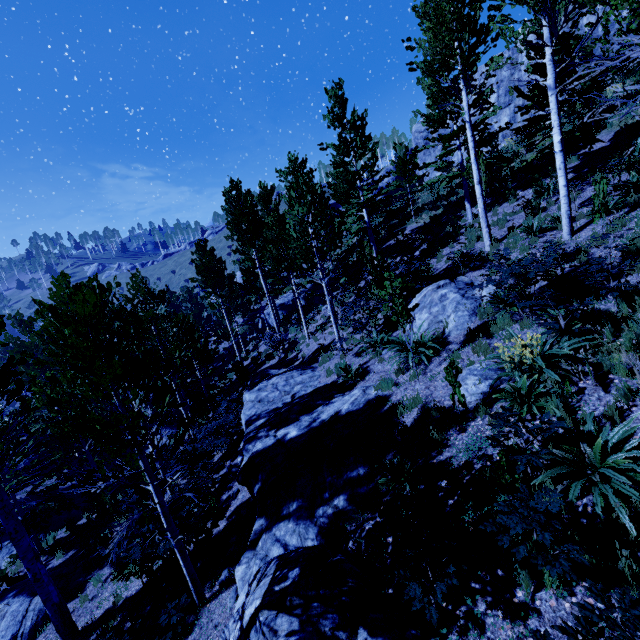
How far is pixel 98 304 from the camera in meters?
6.0

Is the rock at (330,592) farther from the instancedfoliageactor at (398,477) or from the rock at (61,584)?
the rock at (61,584)

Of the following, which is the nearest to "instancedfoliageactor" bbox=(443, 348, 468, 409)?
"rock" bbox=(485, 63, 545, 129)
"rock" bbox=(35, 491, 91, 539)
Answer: "rock" bbox=(35, 491, 91, 539)

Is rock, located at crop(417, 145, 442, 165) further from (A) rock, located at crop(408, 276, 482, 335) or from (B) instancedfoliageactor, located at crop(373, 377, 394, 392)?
(A) rock, located at crop(408, 276, 482, 335)

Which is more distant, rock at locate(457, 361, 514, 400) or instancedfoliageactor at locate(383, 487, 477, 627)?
rock at locate(457, 361, 514, 400)

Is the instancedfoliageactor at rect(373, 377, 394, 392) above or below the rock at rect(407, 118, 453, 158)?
below

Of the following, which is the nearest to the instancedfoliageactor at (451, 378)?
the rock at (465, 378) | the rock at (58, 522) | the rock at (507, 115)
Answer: the rock at (58, 522)
